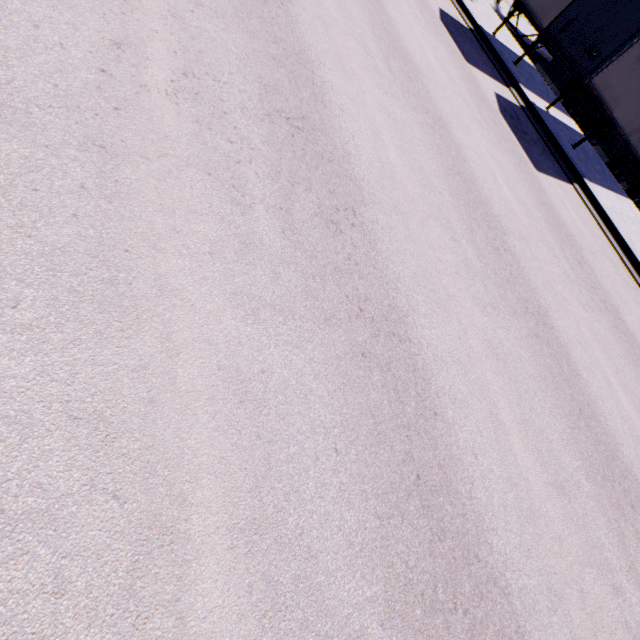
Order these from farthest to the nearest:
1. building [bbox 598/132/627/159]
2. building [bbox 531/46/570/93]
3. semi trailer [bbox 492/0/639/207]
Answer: building [bbox 531/46/570/93], building [bbox 598/132/627/159], semi trailer [bbox 492/0/639/207]

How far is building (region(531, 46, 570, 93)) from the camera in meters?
23.1 m

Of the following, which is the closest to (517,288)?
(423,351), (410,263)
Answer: (410,263)

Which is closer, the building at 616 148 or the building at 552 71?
the building at 616 148

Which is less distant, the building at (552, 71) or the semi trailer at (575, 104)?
the semi trailer at (575, 104)

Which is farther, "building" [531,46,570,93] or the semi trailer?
"building" [531,46,570,93]

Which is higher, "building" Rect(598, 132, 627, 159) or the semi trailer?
the semi trailer
